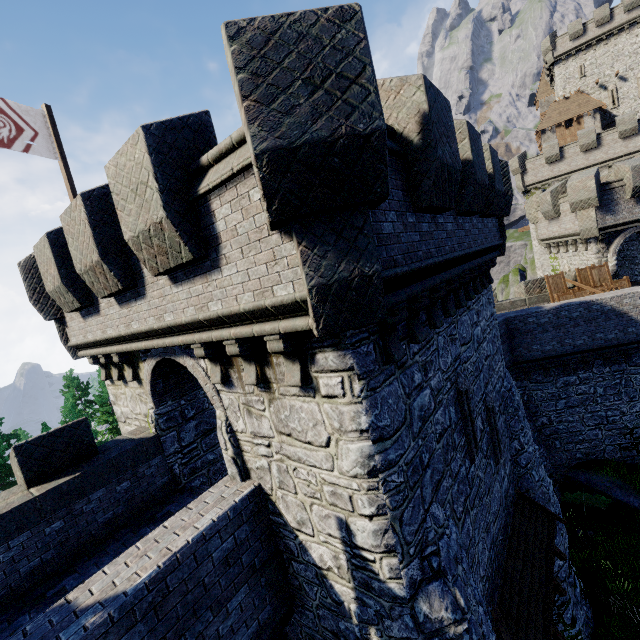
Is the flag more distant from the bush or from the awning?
the bush

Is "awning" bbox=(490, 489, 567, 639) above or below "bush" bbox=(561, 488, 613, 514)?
above

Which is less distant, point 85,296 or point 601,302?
point 85,296

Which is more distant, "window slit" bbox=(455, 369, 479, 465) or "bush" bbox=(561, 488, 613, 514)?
"bush" bbox=(561, 488, 613, 514)

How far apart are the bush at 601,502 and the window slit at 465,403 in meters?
13.6

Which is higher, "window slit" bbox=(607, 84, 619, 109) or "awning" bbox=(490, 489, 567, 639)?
"window slit" bbox=(607, 84, 619, 109)

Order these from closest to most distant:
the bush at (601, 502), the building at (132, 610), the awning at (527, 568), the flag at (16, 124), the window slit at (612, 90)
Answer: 1. the building at (132, 610)
2. the awning at (527, 568)
3. the flag at (16, 124)
4. the bush at (601, 502)
5. the window slit at (612, 90)

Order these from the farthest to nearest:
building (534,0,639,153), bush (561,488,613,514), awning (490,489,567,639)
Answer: building (534,0,639,153) < bush (561,488,613,514) < awning (490,489,567,639)
